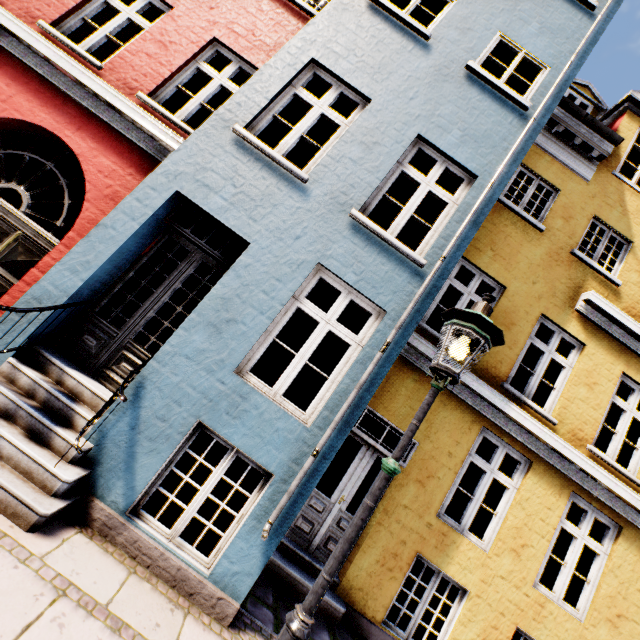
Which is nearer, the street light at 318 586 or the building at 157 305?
the street light at 318 586

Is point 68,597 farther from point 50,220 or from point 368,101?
point 368,101

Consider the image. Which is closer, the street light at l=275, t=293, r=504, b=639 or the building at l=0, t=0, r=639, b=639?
the street light at l=275, t=293, r=504, b=639
